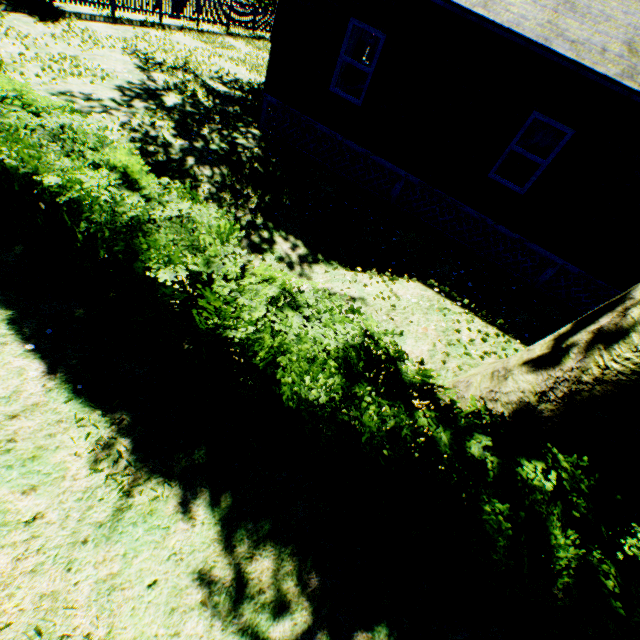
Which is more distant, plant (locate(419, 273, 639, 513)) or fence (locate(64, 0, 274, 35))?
fence (locate(64, 0, 274, 35))

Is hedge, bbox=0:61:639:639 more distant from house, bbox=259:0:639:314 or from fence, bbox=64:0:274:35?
fence, bbox=64:0:274:35

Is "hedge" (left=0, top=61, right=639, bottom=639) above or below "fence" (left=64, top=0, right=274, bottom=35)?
above

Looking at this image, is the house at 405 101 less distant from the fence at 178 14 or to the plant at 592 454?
the plant at 592 454

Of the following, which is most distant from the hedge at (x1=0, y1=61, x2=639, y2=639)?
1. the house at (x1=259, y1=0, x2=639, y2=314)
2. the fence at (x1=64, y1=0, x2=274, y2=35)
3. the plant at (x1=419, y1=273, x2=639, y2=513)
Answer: the fence at (x1=64, y1=0, x2=274, y2=35)

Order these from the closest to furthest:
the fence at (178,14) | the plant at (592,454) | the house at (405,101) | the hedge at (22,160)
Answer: the hedge at (22,160)
the plant at (592,454)
the house at (405,101)
the fence at (178,14)

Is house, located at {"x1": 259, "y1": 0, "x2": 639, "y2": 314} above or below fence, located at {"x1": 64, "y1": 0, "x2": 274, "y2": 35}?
above

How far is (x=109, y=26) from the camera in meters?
12.6 m
